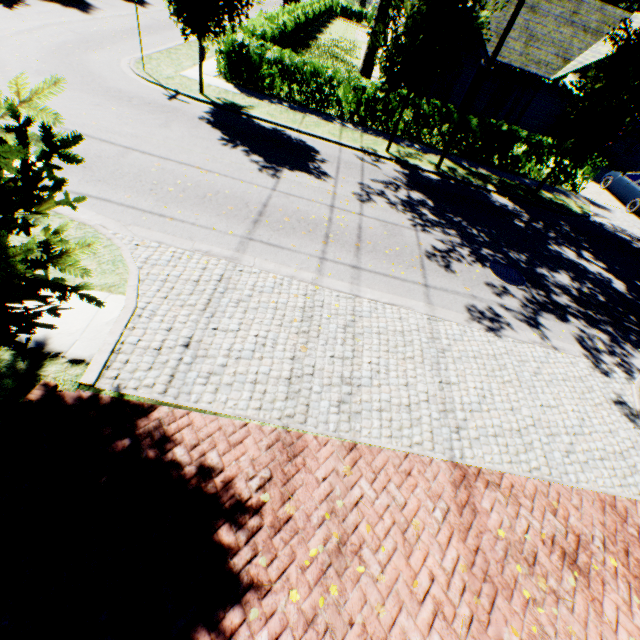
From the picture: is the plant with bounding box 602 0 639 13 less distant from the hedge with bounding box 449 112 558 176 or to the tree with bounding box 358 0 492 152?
the tree with bounding box 358 0 492 152

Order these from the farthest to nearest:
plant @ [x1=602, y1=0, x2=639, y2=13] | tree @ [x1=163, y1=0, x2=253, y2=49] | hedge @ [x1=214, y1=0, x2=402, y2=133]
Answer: plant @ [x1=602, y1=0, x2=639, y2=13]
hedge @ [x1=214, y1=0, x2=402, y2=133]
tree @ [x1=163, y1=0, x2=253, y2=49]

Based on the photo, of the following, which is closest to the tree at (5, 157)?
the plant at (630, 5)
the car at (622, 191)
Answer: the plant at (630, 5)

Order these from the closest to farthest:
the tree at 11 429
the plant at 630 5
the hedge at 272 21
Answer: the tree at 11 429 → the hedge at 272 21 → the plant at 630 5

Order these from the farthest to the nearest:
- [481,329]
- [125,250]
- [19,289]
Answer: [481,329], [125,250], [19,289]

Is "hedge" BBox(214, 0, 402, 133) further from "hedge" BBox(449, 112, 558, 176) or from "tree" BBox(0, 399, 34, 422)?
"hedge" BBox(449, 112, 558, 176)

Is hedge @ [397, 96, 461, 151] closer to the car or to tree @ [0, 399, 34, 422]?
tree @ [0, 399, 34, 422]

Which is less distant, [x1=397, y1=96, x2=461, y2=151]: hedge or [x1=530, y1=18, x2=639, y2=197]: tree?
[x1=530, y1=18, x2=639, y2=197]: tree
